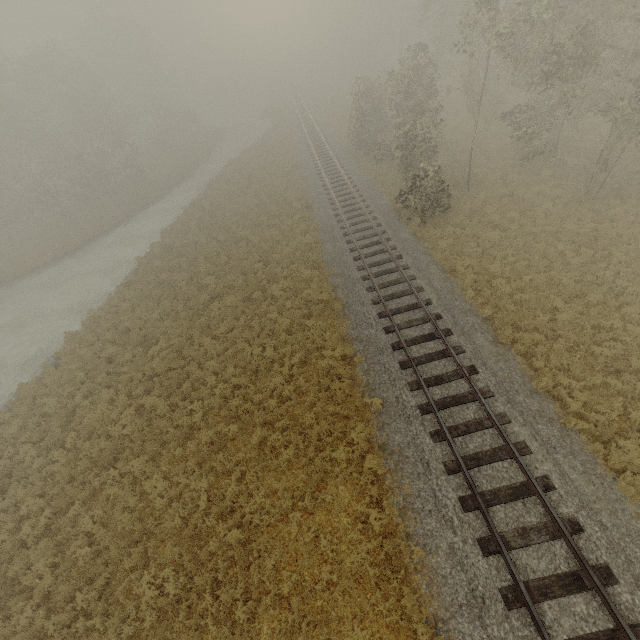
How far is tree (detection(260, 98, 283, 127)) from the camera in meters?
49.3 m

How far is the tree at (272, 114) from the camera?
49.3m

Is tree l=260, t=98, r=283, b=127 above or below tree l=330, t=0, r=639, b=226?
below

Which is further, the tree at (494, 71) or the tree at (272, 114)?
the tree at (272, 114)

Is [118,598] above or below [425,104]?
below

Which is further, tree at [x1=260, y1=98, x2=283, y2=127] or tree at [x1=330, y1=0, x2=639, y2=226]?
tree at [x1=260, y1=98, x2=283, y2=127]
